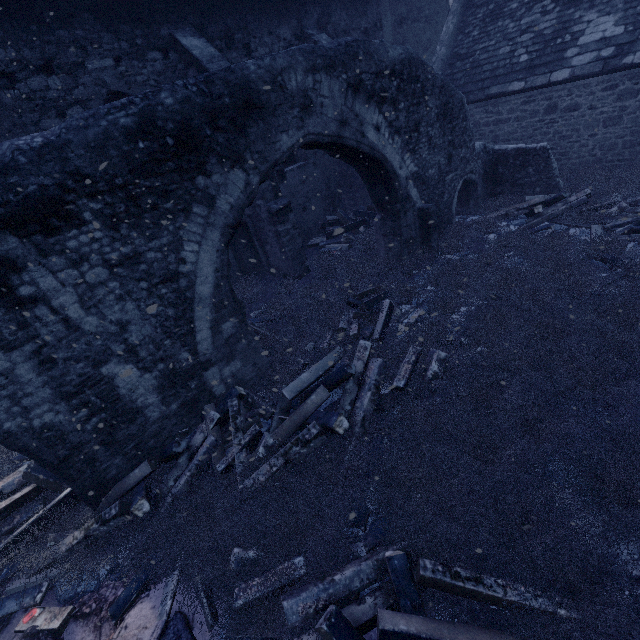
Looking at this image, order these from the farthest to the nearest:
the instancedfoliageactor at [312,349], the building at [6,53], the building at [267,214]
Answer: the building at [267,214]
the building at [6,53]
the instancedfoliageactor at [312,349]

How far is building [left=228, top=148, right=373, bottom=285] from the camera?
8.7 meters

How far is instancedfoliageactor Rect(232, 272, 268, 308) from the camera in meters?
9.1

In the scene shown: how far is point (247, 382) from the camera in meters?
5.8

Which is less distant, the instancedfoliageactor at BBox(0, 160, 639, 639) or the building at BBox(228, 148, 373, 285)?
the instancedfoliageactor at BBox(0, 160, 639, 639)

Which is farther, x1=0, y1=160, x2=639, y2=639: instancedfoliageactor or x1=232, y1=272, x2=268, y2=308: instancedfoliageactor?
x1=232, y1=272, x2=268, y2=308: instancedfoliageactor

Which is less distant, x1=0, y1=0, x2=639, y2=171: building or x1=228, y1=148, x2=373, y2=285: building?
x1=0, y1=0, x2=639, y2=171: building

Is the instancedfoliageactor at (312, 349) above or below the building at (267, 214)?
below
